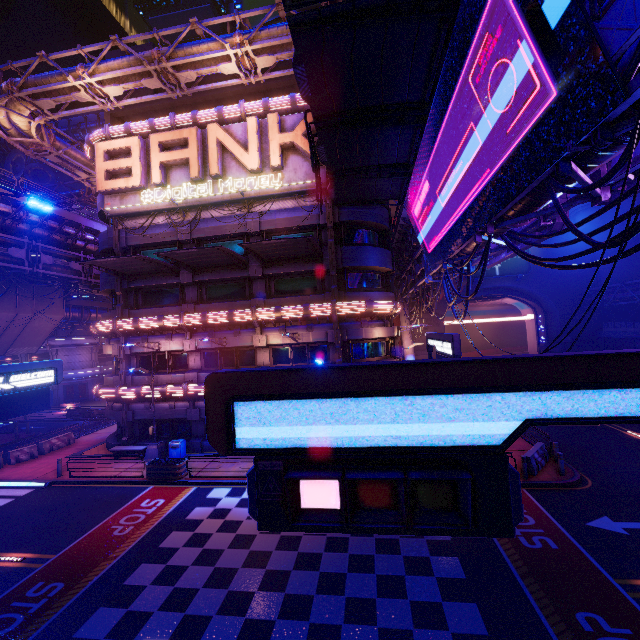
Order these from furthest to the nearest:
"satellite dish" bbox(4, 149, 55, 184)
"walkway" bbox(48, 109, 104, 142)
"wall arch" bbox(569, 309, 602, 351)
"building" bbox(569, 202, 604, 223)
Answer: "walkway" bbox(48, 109, 104, 142), "satellite dish" bbox(4, 149, 55, 184), "wall arch" bbox(569, 309, 602, 351), "building" bbox(569, 202, 604, 223)

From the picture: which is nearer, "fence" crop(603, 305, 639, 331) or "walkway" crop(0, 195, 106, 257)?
"walkway" crop(0, 195, 106, 257)

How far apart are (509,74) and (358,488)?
8.41m

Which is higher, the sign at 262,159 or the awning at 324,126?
the sign at 262,159

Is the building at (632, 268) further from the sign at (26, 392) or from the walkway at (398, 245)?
the sign at (26, 392)

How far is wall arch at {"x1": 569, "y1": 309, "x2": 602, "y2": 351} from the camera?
37.3 meters

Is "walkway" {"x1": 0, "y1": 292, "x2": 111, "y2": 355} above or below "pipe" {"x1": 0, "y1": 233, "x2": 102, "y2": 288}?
below

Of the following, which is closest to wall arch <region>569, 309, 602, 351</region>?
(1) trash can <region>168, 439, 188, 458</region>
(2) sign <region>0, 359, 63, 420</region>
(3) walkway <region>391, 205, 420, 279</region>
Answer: (3) walkway <region>391, 205, 420, 279</region>
